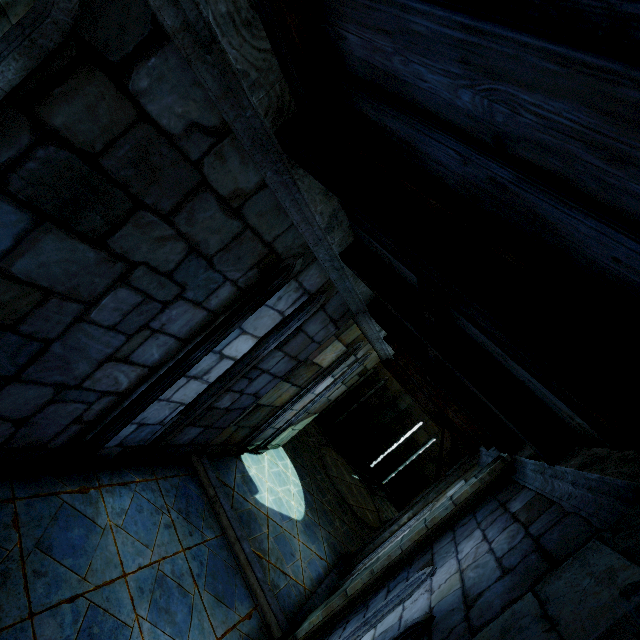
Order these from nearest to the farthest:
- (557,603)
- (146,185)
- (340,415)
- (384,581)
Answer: (557,603) → (146,185) → (384,581) → (340,415)
